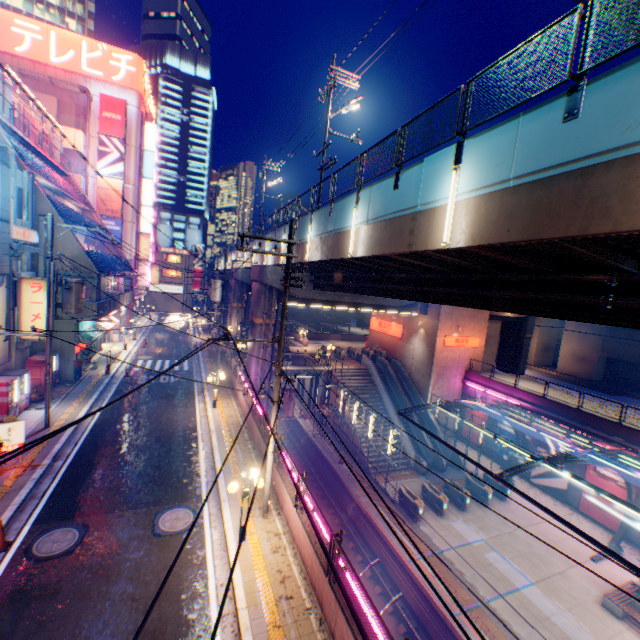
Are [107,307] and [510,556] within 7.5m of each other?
no

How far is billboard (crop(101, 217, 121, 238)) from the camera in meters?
38.1 m

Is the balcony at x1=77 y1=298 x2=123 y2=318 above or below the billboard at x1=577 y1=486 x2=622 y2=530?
above

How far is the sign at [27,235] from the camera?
16.2m

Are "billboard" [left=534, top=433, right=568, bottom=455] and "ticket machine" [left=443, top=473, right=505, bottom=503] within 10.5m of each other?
yes

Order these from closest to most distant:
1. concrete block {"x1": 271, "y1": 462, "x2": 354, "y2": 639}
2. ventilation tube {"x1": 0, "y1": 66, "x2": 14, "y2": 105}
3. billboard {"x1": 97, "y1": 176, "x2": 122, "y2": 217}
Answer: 1. concrete block {"x1": 271, "y1": 462, "x2": 354, "y2": 639}
2. ventilation tube {"x1": 0, "y1": 66, "x2": 14, "y2": 105}
3. billboard {"x1": 97, "y1": 176, "x2": 122, "y2": 217}

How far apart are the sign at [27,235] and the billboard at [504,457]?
36.02m

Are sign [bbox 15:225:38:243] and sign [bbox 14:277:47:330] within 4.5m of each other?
yes
